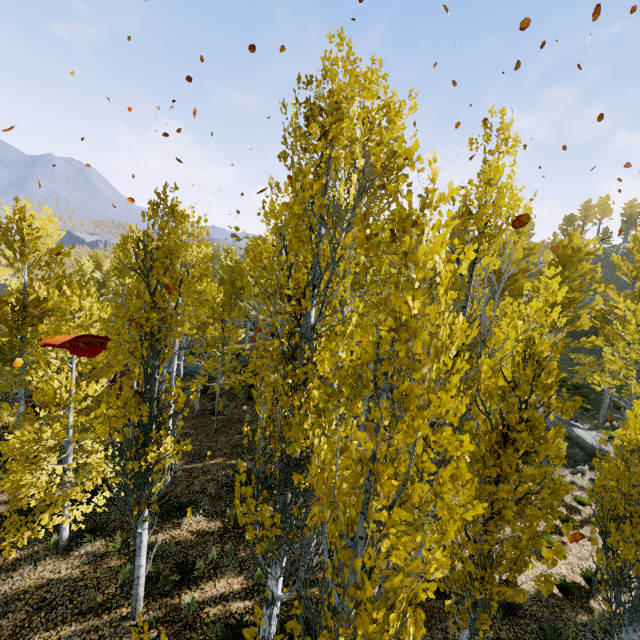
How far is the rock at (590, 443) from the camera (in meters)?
15.91

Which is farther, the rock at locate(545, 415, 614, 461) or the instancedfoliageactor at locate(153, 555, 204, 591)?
the rock at locate(545, 415, 614, 461)

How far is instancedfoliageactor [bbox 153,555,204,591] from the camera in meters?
7.1 m

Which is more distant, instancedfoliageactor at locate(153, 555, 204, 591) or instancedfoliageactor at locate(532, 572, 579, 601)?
instancedfoliageactor at locate(153, 555, 204, 591)

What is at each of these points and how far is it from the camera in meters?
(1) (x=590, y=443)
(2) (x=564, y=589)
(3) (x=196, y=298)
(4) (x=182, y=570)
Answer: (1) rock, 16.0 m
(2) instancedfoliageactor, 9.2 m
(3) instancedfoliageactor, 20.2 m
(4) instancedfoliageactor, 7.4 m

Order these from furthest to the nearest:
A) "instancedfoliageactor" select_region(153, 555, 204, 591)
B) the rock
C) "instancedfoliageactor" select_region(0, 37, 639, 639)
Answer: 1. the rock
2. "instancedfoliageactor" select_region(153, 555, 204, 591)
3. "instancedfoliageactor" select_region(0, 37, 639, 639)

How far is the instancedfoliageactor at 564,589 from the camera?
3.6m
